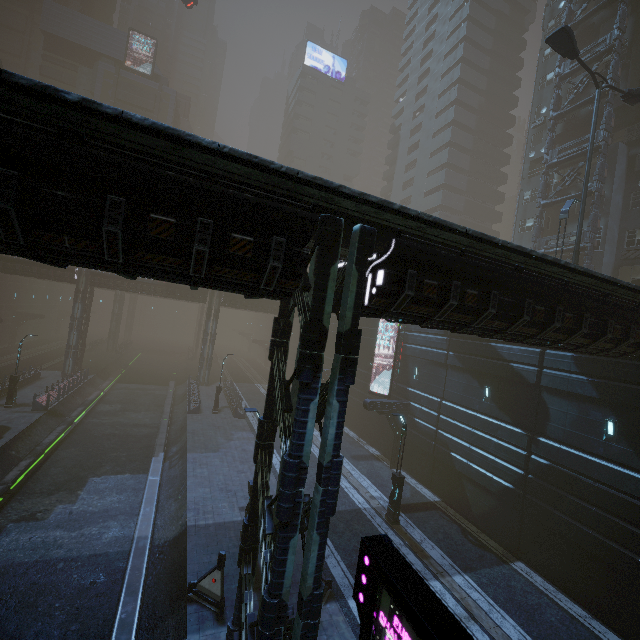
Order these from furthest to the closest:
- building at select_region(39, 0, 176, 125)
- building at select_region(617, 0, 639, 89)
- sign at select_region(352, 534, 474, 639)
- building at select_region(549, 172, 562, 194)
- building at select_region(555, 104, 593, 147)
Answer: building at select_region(39, 0, 176, 125) → building at select_region(549, 172, 562, 194) → building at select_region(555, 104, 593, 147) → building at select_region(617, 0, 639, 89) → sign at select_region(352, 534, 474, 639)

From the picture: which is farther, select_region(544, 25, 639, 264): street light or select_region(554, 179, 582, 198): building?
select_region(554, 179, 582, 198): building

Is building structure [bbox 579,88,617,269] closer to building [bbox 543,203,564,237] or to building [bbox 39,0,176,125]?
building [bbox 543,203,564,237]

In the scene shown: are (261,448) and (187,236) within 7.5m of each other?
yes

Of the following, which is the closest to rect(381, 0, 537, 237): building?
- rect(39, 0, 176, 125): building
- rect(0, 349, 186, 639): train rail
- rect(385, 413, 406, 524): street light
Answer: rect(0, 349, 186, 639): train rail

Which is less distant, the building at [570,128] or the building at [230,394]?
A: the building at [570,128]

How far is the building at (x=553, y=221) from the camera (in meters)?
30.83

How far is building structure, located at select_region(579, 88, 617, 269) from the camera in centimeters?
2462cm
